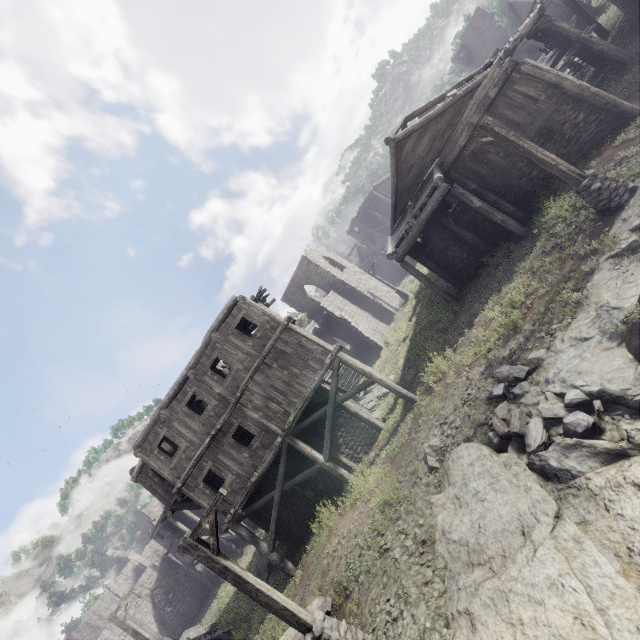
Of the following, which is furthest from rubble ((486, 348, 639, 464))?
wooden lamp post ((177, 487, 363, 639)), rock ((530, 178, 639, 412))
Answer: wooden lamp post ((177, 487, 363, 639))

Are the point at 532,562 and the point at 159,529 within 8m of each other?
no

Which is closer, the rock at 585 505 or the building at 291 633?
the rock at 585 505

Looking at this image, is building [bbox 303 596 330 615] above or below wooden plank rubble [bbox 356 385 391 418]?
above

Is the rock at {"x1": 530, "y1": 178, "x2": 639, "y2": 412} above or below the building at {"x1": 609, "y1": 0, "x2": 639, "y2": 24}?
below

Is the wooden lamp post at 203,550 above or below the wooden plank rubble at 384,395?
above

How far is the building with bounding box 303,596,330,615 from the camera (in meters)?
8.66

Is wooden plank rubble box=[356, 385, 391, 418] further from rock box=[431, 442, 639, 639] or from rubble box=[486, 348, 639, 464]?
rubble box=[486, 348, 639, 464]
